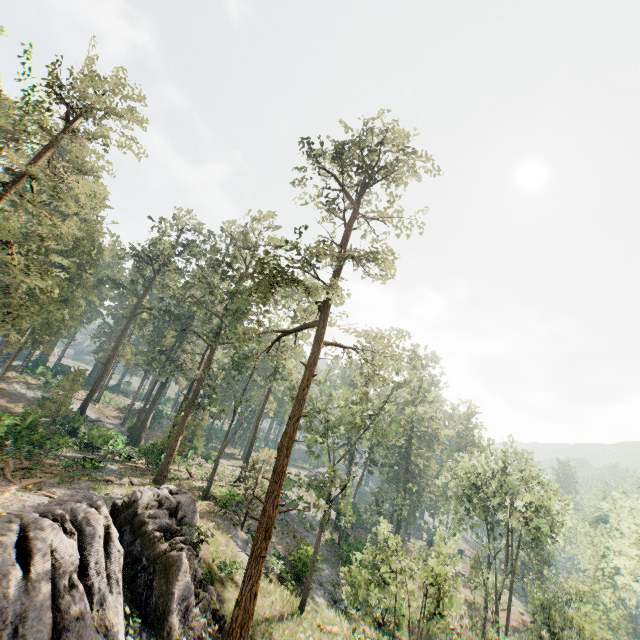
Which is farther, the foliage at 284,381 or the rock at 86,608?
the foliage at 284,381

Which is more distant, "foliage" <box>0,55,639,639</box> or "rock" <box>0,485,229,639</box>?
"foliage" <box>0,55,639,639</box>

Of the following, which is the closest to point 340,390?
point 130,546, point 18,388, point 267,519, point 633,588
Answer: point 267,519
